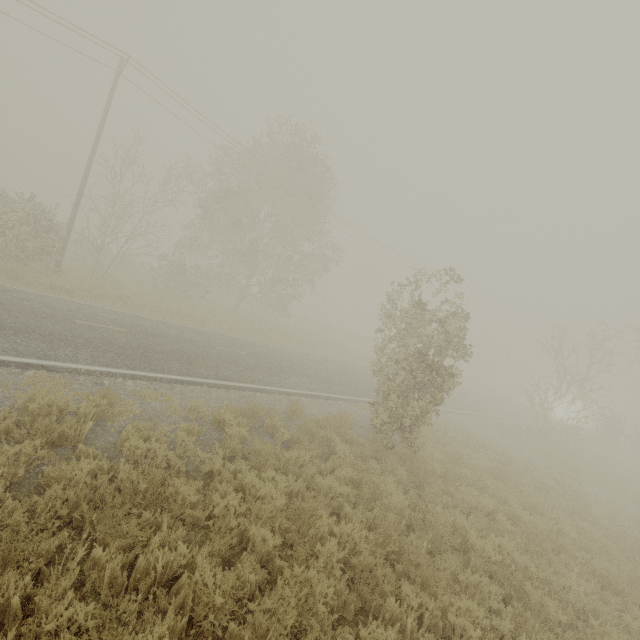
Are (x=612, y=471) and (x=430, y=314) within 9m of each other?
no

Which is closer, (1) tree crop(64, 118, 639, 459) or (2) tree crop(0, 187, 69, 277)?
(1) tree crop(64, 118, 639, 459)

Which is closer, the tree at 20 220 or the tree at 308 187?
the tree at 308 187
